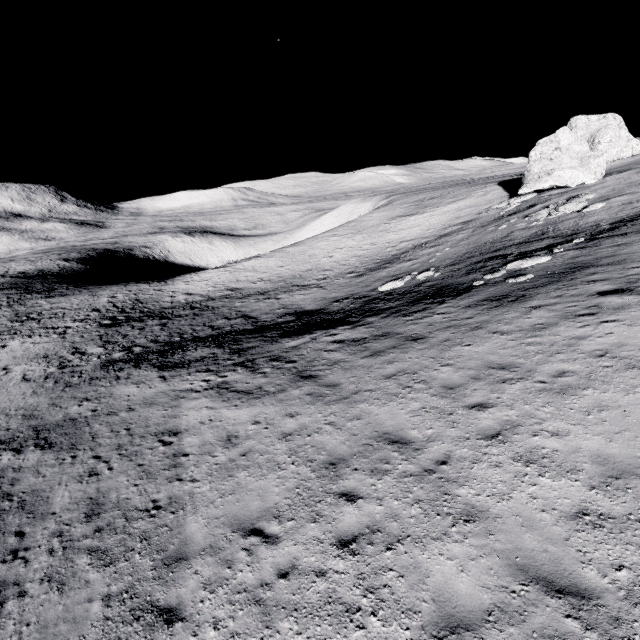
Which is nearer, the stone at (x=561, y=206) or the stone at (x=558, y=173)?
the stone at (x=561, y=206)

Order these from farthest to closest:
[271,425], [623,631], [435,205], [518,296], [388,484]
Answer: [435,205]
[518,296]
[271,425]
[388,484]
[623,631]

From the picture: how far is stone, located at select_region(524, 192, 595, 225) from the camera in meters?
24.1

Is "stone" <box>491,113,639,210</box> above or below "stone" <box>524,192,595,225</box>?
above

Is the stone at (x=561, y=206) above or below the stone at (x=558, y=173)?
below

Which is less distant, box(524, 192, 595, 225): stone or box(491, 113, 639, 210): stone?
box(524, 192, 595, 225): stone
